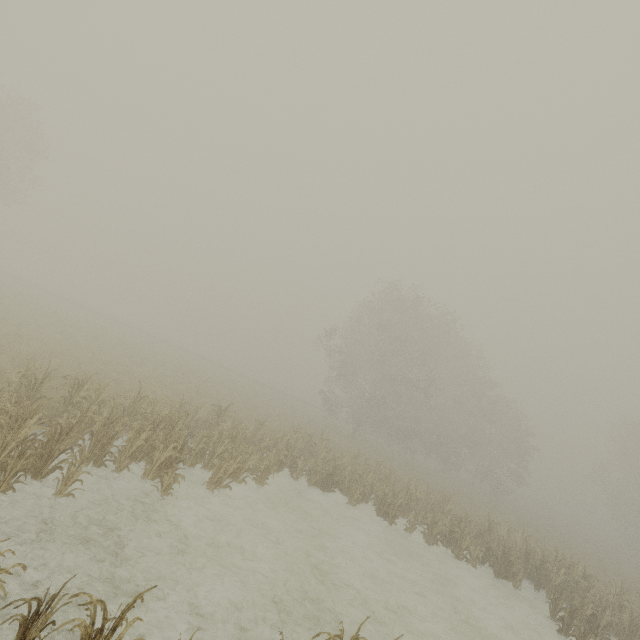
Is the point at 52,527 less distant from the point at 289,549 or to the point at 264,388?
the point at 289,549

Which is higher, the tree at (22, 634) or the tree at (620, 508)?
the tree at (620, 508)

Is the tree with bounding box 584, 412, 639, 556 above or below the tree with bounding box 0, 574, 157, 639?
above

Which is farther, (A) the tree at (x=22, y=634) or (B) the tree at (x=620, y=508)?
(B) the tree at (x=620, y=508)

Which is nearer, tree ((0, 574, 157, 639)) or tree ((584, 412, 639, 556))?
tree ((0, 574, 157, 639))
